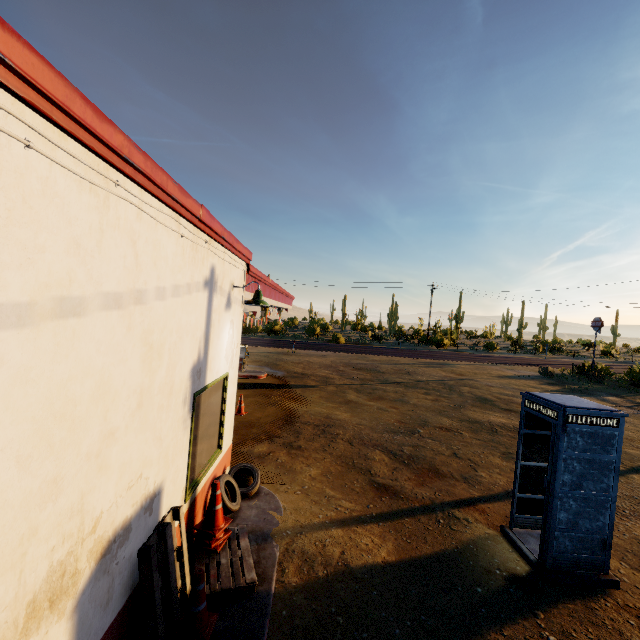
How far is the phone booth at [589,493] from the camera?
4.96m

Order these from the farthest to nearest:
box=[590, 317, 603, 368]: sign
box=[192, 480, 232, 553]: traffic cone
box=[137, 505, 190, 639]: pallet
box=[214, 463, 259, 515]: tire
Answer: box=[590, 317, 603, 368]: sign
box=[214, 463, 259, 515]: tire
box=[192, 480, 232, 553]: traffic cone
box=[137, 505, 190, 639]: pallet

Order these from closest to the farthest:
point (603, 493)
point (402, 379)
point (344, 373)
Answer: point (603, 493) → point (402, 379) → point (344, 373)

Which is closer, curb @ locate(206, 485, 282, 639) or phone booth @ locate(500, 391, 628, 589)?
curb @ locate(206, 485, 282, 639)

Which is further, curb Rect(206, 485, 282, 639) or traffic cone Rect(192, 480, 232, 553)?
traffic cone Rect(192, 480, 232, 553)

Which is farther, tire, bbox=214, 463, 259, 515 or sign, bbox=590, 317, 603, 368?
sign, bbox=590, 317, 603, 368

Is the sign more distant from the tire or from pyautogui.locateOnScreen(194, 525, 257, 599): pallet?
pyautogui.locateOnScreen(194, 525, 257, 599): pallet

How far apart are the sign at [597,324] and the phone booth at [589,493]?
25.2 meters
